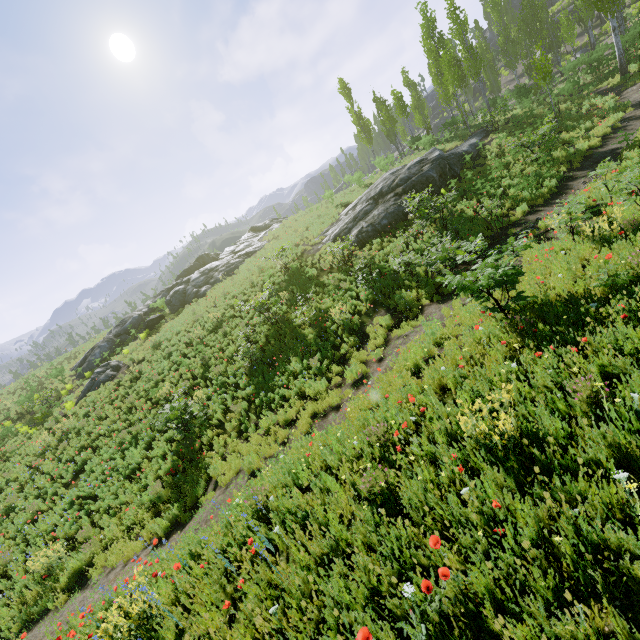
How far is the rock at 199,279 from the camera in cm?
2153

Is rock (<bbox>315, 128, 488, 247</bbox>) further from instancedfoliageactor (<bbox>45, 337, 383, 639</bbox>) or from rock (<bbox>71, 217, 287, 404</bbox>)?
rock (<bbox>71, 217, 287, 404</bbox>)

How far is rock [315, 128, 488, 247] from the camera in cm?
1783

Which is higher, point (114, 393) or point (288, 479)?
point (114, 393)

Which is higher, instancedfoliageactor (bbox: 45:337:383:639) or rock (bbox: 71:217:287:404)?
rock (bbox: 71:217:287:404)

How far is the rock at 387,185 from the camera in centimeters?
1783cm
